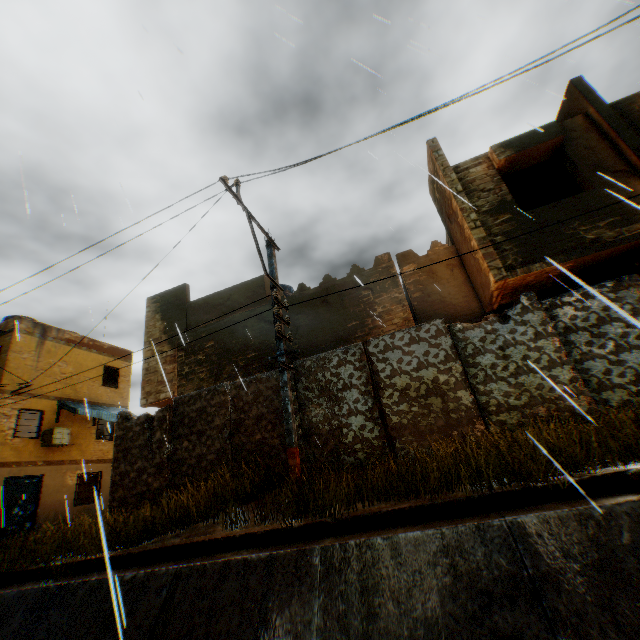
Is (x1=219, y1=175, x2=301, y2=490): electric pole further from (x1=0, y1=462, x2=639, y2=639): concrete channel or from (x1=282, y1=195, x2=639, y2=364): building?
(x1=0, y1=462, x2=639, y2=639): concrete channel

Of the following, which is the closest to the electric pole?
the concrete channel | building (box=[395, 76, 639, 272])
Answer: building (box=[395, 76, 639, 272])

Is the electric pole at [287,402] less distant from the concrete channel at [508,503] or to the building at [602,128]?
the building at [602,128]

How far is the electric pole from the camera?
6.1m

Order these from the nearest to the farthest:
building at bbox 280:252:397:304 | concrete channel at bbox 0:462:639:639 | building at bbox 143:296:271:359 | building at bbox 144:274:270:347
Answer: concrete channel at bbox 0:462:639:639 → building at bbox 280:252:397:304 → building at bbox 143:296:271:359 → building at bbox 144:274:270:347

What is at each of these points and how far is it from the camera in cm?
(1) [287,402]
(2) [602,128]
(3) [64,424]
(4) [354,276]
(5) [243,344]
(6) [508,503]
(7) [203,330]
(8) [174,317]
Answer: (1) electric pole, 645
(2) building, 794
(3) building, 1705
(4) building, 425
(5) building, 1162
(6) concrete channel, 395
(7) building, 1248
(8) building, 1353

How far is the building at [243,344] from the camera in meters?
11.2 m
